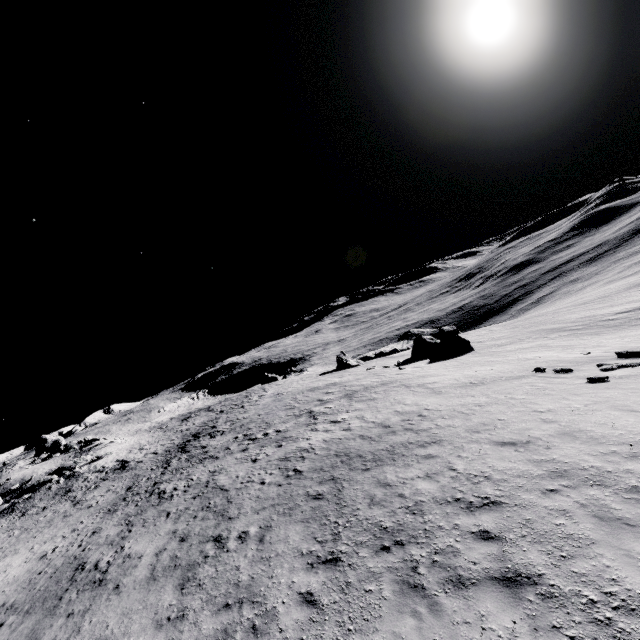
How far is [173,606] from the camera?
8.6 meters
